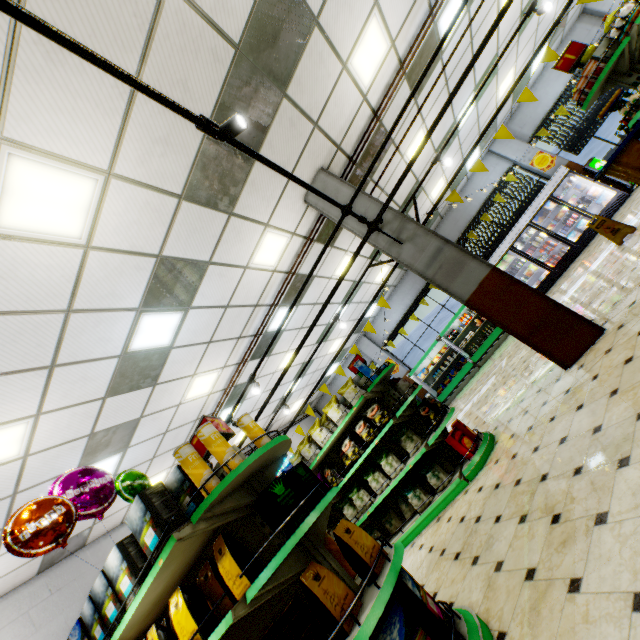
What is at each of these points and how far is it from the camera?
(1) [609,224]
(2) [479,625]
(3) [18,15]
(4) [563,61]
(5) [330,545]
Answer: (1) floor stand, 6.70m
(2) shelf, 2.10m
(3) light truss, 1.00m
(4) sign, 4.18m
(5) chips cylinder, 2.87m

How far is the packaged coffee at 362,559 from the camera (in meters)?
2.27

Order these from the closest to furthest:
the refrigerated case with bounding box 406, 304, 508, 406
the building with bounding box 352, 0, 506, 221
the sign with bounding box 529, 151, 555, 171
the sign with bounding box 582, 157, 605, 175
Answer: the building with bounding box 352, 0, 506, 221, the sign with bounding box 582, 157, 605, 175, the sign with bounding box 529, 151, 555, 171, the refrigerated case with bounding box 406, 304, 508, 406

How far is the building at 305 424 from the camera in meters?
14.6

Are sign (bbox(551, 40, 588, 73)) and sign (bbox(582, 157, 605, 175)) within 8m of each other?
no

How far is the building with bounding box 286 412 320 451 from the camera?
14.6m

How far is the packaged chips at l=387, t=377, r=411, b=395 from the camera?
5.5 meters

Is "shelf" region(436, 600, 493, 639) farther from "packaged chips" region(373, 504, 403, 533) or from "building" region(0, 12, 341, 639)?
"packaged chips" region(373, 504, 403, 533)
